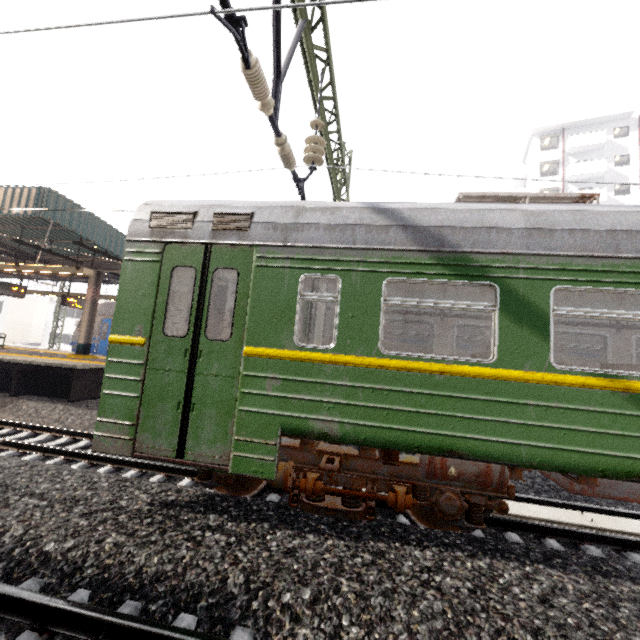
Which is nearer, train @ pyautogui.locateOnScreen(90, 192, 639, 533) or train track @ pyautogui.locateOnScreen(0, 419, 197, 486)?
train @ pyautogui.locateOnScreen(90, 192, 639, 533)

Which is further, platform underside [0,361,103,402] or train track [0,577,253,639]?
platform underside [0,361,103,402]

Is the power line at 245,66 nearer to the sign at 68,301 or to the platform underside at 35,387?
the platform underside at 35,387

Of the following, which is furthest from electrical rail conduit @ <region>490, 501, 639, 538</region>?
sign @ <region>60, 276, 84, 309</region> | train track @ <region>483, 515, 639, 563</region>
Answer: sign @ <region>60, 276, 84, 309</region>

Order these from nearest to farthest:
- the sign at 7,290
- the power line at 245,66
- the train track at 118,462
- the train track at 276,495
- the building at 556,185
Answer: the power line at 245,66
the train track at 276,495
the train track at 118,462
the sign at 7,290
the building at 556,185

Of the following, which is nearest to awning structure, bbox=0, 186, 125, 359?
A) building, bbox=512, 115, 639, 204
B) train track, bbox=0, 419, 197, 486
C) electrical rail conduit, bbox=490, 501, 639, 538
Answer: train track, bbox=0, 419, 197, 486

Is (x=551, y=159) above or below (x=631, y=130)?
below

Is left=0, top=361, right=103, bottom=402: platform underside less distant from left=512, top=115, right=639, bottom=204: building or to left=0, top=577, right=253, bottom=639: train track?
left=0, top=577, right=253, bottom=639: train track
